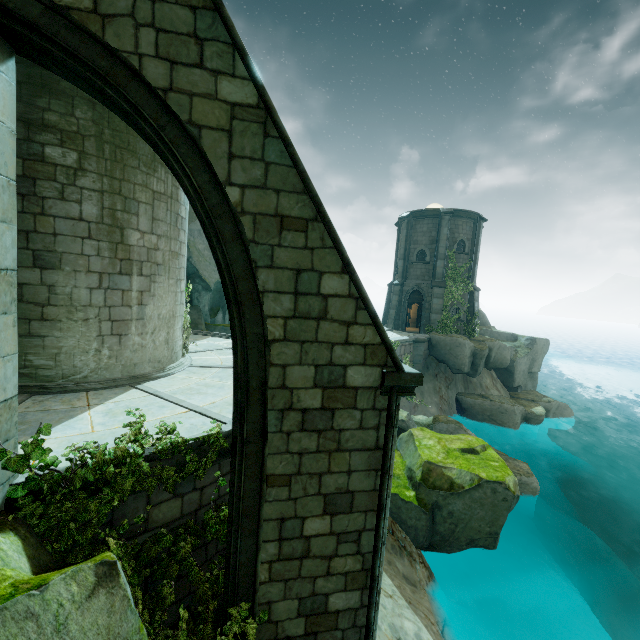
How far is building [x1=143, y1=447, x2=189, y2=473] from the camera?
4.8m

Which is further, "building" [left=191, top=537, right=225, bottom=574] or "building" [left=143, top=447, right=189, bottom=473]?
"building" [left=191, top=537, right=225, bottom=574]

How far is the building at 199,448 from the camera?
5.2 meters

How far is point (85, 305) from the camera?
7.6 meters

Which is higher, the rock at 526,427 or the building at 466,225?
the building at 466,225

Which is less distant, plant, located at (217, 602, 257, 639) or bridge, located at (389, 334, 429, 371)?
plant, located at (217, 602, 257, 639)

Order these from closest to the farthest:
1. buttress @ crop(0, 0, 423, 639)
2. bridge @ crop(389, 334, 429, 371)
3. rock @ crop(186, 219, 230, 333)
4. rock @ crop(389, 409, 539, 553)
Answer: buttress @ crop(0, 0, 423, 639), rock @ crop(389, 409, 539, 553), rock @ crop(186, 219, 230, 333), bridge @ crop(389, 334, 429, 371)

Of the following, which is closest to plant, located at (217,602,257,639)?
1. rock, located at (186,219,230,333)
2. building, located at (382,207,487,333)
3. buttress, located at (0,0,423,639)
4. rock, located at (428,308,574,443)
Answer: buttress, located at (0,0,423,639)
